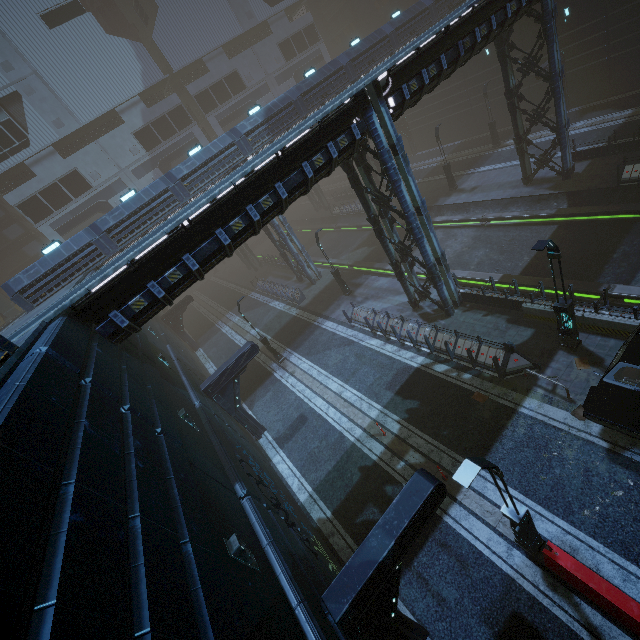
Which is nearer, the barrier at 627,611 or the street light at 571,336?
the barrier at 627,611

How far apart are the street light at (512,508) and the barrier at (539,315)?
8.2 meters

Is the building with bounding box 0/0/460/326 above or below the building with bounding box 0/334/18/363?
above

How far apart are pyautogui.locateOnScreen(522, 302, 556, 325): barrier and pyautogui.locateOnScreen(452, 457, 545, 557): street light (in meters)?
8.25

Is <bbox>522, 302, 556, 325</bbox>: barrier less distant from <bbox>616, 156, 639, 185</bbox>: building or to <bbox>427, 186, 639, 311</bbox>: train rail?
<bbox>616, 156, 639, 185</bbox>: building

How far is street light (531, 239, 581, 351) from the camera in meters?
10.5

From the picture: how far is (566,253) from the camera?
18.58m

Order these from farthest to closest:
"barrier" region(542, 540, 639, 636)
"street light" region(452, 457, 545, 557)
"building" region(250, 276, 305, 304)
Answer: "building" region(250, 276, 305, 304), "barrier" region(542, 540, 639, 636), "street light" region(452, 457, 545, 557)
